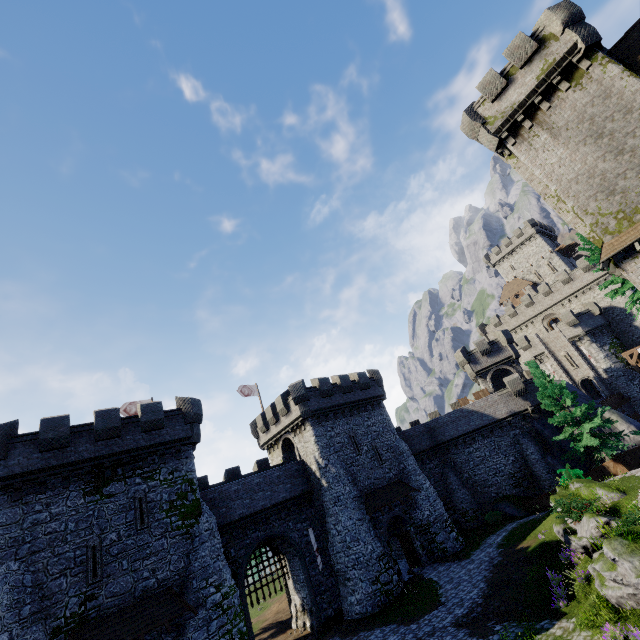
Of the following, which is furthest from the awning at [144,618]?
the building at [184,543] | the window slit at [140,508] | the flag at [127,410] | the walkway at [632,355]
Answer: the walkway at [632,355]

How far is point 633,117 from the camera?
17.1m

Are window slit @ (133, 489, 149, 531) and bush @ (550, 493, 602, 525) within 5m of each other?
no

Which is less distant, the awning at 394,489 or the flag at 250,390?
the awning at 394,489

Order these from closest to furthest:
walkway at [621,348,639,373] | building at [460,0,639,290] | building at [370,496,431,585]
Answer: building at [460,0,639,290], building at [370,496,431,585], walkway at [621,348,639,373]

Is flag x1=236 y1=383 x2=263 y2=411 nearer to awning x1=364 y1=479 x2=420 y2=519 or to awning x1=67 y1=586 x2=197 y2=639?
awning x1=364 y1=479 x2=420 y2=519

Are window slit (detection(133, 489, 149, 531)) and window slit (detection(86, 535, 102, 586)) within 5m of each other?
yes

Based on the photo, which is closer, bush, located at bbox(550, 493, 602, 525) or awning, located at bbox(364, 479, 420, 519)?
bush, located at bbox(550, 493, 602, 525)
